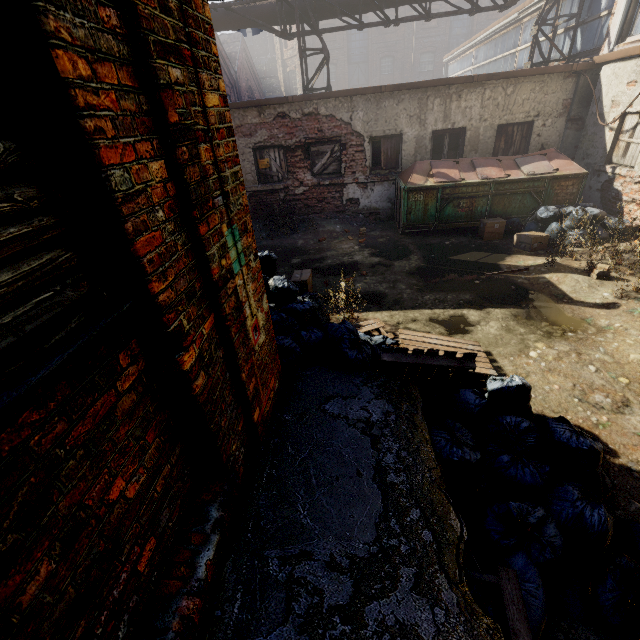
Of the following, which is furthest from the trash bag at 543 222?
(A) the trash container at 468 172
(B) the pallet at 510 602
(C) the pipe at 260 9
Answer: (B) the pallet at 510 602

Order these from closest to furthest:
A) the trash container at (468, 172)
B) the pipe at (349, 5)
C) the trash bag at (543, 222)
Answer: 1. the trash bag at (543, 222)
2. the trash container at (468, 172)
3. the pipe at (349, 5)

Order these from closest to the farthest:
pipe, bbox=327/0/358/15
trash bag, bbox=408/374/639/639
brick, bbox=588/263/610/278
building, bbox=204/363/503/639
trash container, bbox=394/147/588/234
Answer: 1. building, bbox=204/363/503/639
2. trash bag, bbox=408/374/639/639
3. brick, bbox=588/263/610/278
4. trash container, bbox=394/147/588/234
5. pipe, bbox=327/0/358/15

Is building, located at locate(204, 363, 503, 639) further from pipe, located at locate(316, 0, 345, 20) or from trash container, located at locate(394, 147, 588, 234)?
trash container, located at locate(394, 147, 588, 234)

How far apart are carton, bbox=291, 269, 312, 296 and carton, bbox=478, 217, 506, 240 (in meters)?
5.05

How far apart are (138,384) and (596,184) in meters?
11.6

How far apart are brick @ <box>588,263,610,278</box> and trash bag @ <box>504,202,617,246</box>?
1.7 meters

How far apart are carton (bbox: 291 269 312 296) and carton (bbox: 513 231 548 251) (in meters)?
5.32
